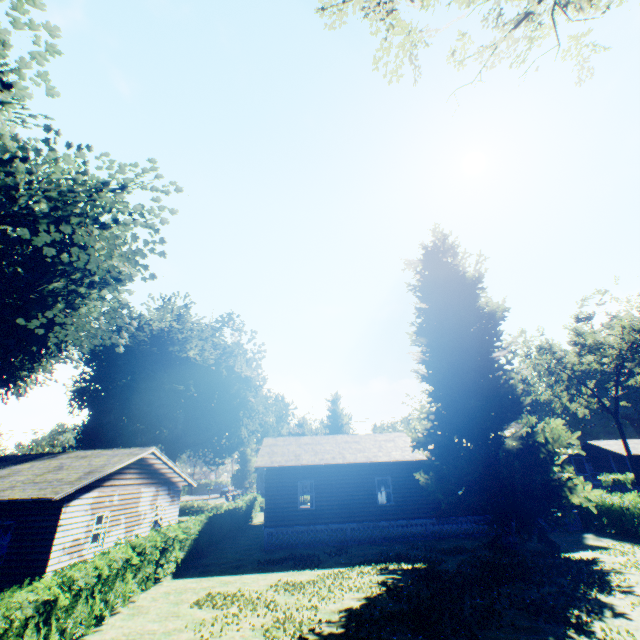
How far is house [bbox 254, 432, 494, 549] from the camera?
19.6 meters

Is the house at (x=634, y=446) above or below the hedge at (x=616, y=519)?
above

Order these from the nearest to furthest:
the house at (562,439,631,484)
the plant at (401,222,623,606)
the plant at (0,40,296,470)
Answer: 1. the plant at (0,40,296,470)
2. the plant at (401,222,623,606)
3. the house at (562,439,631,484)

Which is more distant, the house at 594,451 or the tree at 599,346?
the house at 594,451

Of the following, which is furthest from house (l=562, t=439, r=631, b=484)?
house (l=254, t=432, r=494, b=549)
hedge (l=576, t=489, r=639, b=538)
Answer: hedge (l=576, t=489, r=639, b=538)

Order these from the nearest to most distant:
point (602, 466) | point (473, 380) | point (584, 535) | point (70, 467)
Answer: point (70, 467) < point (473, 380) < point (584, 535) < point (602, 466)

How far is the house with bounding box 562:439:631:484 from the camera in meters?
47.3

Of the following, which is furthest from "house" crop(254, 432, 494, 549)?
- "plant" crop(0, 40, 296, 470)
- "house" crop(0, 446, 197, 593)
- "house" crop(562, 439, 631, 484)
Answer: "house" crop(562, 439, 631, 484)
